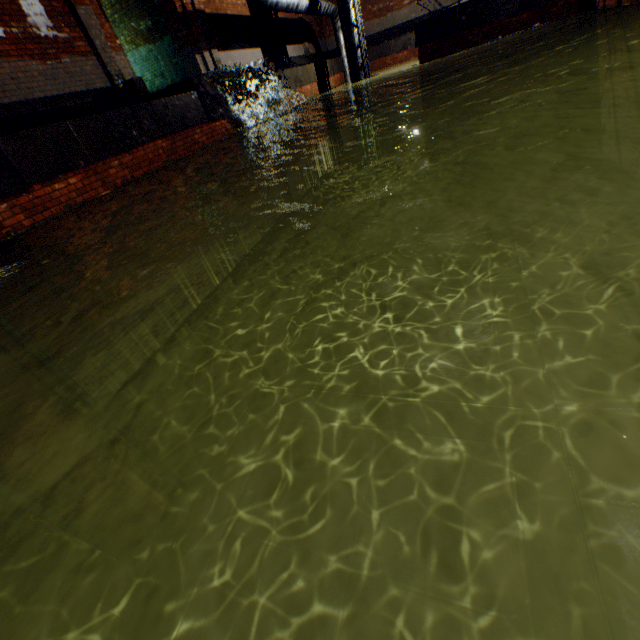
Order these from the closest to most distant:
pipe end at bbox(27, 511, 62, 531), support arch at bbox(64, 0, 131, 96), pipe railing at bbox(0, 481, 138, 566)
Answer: pipe railing at bbox(0, 481, 138, 566) < pipe end at bbox(27, 511, 62, 531) < support arch at bbox(64, 0, 131, 96)

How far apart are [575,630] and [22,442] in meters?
5.7

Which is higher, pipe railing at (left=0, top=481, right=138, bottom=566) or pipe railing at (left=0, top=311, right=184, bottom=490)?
pipe railing at (left=0, top=311, right=184, bottom=490)

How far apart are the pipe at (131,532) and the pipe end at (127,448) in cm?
6

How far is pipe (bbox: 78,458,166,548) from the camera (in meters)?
4.20

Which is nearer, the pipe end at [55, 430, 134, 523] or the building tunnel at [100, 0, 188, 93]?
the pipe end at [55, 430, 134, 523]

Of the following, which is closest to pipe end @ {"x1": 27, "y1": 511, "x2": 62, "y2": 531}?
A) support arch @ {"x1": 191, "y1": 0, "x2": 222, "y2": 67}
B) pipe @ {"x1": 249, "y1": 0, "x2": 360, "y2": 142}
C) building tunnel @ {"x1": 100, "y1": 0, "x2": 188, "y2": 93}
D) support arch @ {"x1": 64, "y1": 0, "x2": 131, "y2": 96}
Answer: building tunnel @ {"x1": 100, "y1": 0, "x2": 188, "y2": 93}

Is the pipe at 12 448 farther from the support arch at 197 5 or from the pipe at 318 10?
the support arch at 197 5
